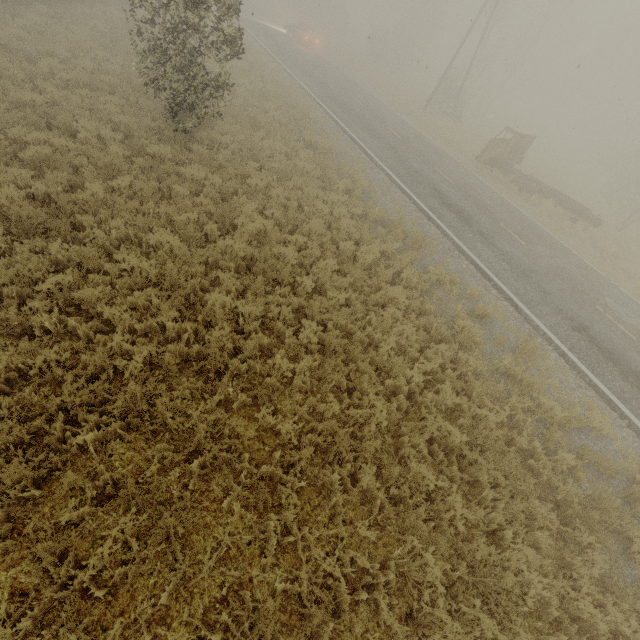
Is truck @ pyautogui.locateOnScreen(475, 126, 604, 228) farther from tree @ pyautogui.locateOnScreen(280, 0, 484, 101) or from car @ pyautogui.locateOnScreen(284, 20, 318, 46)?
tree @ pyautogui.locateOnScreen(280, 0, 484, 101)

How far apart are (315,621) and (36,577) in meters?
3.2

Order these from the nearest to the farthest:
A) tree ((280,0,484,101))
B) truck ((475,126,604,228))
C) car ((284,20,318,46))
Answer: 1. truck ((475,126,604,228))
2. car ((284,20,318,46))
3. tree ((280,0,484,101))

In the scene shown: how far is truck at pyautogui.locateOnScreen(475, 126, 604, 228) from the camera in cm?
1805

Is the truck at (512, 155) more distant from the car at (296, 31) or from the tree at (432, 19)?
the tree at (432, 19)

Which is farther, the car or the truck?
the car
